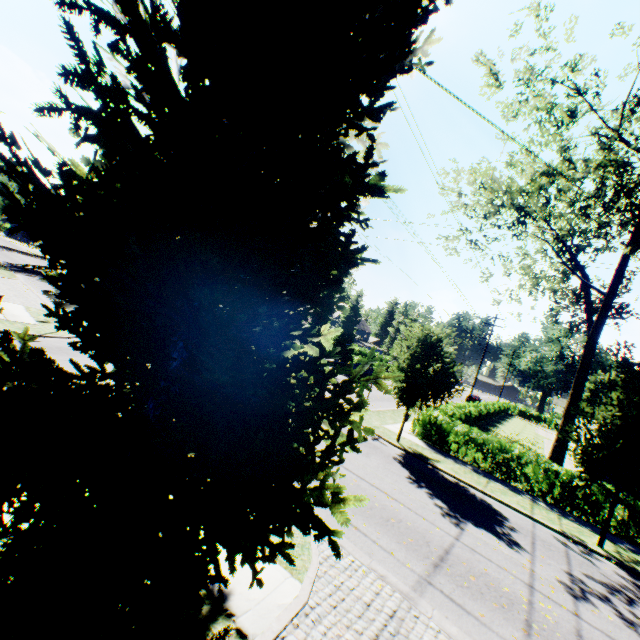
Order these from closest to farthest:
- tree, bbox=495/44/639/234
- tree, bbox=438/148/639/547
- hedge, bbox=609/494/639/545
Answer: tree, bbox=438/148/639/547 → hedge, bbox=609/494/639/545 → tree, bbox=495/44/639/234

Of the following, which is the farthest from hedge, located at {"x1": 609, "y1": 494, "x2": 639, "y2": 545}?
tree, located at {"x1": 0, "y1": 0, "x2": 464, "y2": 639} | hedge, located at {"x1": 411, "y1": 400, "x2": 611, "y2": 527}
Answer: hedge, located at {"x1": 411, "y1": 400, "x2": 611, "y2": 527}

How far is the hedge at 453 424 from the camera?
13.9 meters

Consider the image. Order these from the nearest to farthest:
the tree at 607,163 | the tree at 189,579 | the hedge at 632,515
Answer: the tree at 189,579 < the hedge at 632,515 < the tree at 607,163

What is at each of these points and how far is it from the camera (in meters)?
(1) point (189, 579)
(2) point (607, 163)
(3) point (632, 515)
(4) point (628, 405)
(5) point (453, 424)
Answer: (1) tree, 2.41
(2) tree, 15.34
(3) hedge, 13.50
(4) tree, 11.54
(5) hedge, 17.44

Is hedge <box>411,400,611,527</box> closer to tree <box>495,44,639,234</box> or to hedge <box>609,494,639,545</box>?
tree <box>495,44,639,234</box>

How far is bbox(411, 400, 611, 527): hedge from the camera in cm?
1391

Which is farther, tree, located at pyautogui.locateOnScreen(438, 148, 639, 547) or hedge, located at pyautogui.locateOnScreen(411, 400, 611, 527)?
hedge, located at pyautogui.locateOnScreen(411, 400, 611, 527)
